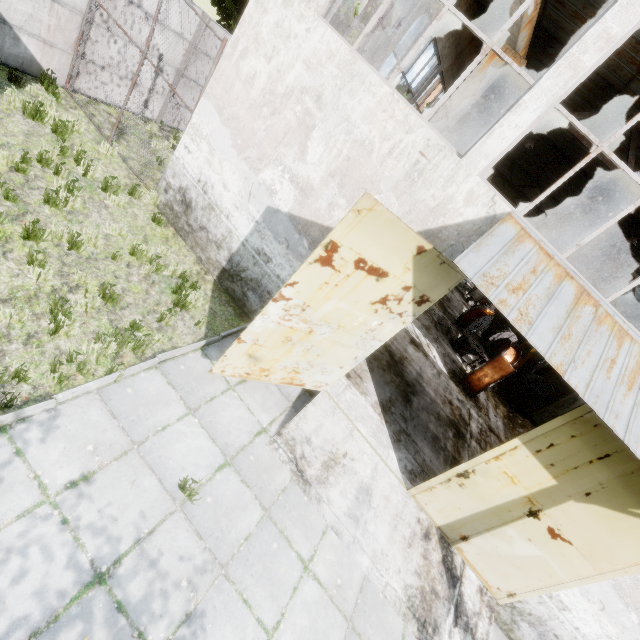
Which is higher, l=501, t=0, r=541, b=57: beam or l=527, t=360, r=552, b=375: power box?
l=501, t=0, r=541, b=57: beam

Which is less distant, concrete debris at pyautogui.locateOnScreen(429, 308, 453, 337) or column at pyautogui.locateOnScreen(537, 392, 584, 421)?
column at pyautogui.locateOnScreen(537, 392, 584, 421)

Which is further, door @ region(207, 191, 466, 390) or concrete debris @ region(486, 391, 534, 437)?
concrete debris @ region(486, 391, 534, 437)

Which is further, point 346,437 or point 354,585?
point 346,437

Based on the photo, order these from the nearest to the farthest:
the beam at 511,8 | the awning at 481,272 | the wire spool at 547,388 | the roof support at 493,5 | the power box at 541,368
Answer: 1. the awning at 481,272
2. the beam at 511,8
3. the roof support at 493,5
4. the wire spool at 547,388
5. the power box at 541,368

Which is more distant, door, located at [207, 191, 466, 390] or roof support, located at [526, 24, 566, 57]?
roof support, located at [526, 24, 566, 57]

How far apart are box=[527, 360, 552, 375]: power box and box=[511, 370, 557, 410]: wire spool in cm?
927

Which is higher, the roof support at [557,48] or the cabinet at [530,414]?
the roof support at [557,48]
